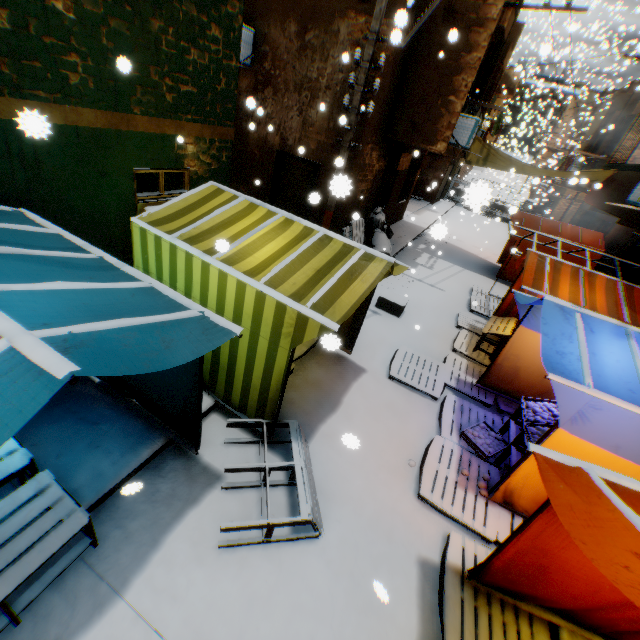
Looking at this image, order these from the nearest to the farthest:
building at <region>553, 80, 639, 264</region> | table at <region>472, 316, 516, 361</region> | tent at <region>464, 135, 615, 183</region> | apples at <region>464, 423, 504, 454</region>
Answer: apples at <region>464, 423, 504, 454</region>, table at <region>472, 316, 516, 361</region>, building at <region>553, 80, 639, 264</region>, tent at <region>464, 135, 615, 183</region>

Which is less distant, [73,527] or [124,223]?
[73,527]

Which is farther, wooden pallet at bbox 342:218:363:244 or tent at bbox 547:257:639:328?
wooden pallet at bbox 342:218:363:244

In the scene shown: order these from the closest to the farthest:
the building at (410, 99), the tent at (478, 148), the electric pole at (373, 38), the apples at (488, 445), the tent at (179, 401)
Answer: the tent at (179, 401), the apples at (488, 445), the electric pole at (373, 38), the building at (410, 99), the tent at (478, 148)

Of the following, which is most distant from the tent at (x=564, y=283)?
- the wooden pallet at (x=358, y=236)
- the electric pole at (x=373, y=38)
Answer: the wooden pallet at (x=358, y=236)

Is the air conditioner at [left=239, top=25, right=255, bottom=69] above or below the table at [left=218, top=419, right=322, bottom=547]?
above

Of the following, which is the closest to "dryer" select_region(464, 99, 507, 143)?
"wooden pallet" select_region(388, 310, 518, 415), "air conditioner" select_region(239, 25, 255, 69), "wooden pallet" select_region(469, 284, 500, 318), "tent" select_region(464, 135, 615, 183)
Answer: "tent" select_region(464, 135, 615, 183)

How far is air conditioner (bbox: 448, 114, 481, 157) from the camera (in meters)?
9.70
